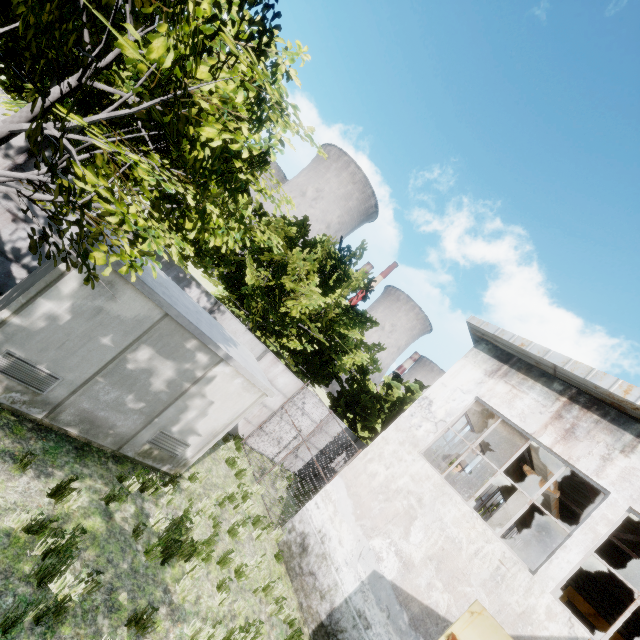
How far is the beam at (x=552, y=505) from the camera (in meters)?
12.95

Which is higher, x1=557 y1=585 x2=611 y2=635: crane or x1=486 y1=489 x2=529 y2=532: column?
x1=557 y1=585 x2=611 y2=635: crane

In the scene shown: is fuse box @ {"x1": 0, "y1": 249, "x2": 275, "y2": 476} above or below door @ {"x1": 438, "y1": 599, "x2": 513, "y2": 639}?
below

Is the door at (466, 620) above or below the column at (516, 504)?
below

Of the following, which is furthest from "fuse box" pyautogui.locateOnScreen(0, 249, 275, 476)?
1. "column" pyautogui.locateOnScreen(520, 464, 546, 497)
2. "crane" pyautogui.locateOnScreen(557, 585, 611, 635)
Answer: "crane" pyautogui.locateOnScreen(557, 585, 611, 635)

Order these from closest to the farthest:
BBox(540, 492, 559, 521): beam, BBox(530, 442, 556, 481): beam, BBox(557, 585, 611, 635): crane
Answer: BBox(530, 442, 556, 481): beam
BBox(540, 492, 559, 521): beam
BBox(557, 585, 611, 635): crane

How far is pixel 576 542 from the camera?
7.20m

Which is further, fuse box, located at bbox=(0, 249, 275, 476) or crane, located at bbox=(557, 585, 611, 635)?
crane, located at bbox=(557, 585, 611, 635)
